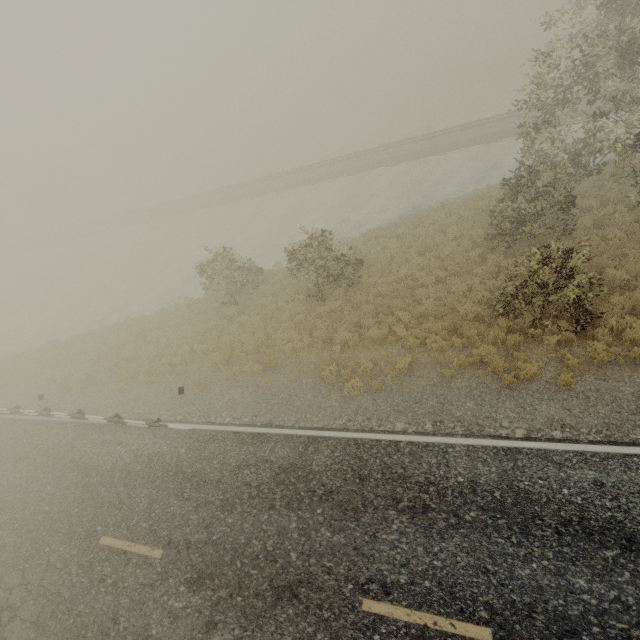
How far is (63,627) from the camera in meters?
7.4
